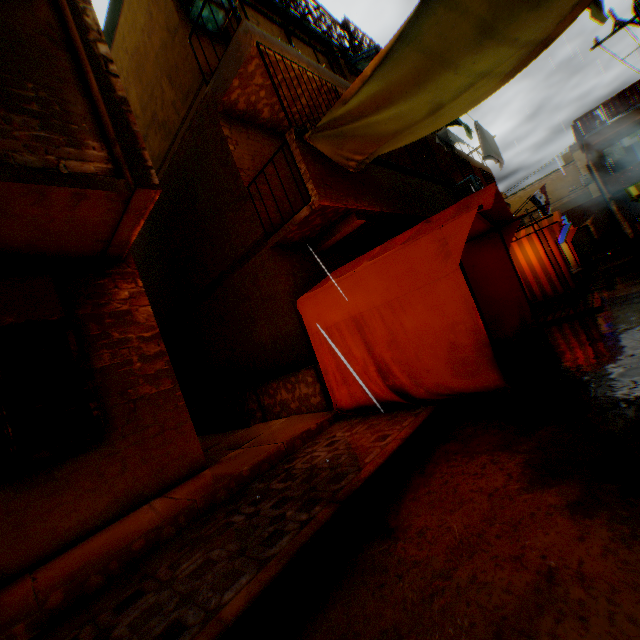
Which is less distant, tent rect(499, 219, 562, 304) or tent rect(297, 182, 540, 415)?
tent rect(297, 182, 540, 415)

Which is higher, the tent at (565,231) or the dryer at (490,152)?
the dryer at (490,152)

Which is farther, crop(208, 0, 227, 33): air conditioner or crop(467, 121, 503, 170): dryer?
crop(467, 121, 503, 170): dryer

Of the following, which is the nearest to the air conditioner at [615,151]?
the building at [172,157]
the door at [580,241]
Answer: the building at [172,157]

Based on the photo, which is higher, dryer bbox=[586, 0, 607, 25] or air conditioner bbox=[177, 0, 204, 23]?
air conditioner bbox=[177, 0, 204, 23]

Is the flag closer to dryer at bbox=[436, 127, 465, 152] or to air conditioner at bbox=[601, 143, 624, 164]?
dryer at bbox=[436, 127, 465, 152]

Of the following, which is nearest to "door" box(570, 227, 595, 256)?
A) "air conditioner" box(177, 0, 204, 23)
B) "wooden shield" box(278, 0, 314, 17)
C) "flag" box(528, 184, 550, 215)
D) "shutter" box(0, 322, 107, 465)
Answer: "flag" box(528, 184, 550, 215)

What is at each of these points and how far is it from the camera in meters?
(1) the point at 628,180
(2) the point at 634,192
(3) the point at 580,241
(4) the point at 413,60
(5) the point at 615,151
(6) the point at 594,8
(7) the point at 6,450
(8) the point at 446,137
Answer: (1) balcony, 18.4 m
(2) tent, 11.6 m
(3) door, 25.8 m
(4) tent, 3.7 m
(5) air conditioner, 19.1 m
(6) dryer, 5.4 m
(7) shutter, 3.5 m
(8) dryer, 11.7 m
